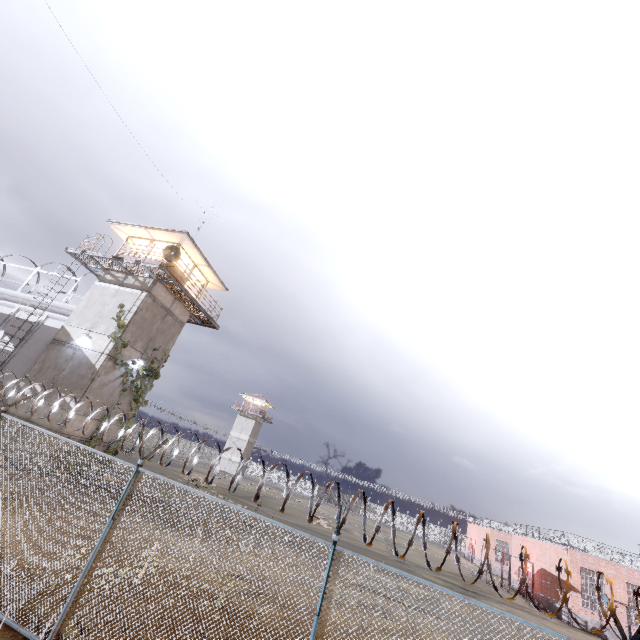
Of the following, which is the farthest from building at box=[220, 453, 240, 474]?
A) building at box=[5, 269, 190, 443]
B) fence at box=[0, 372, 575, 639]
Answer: building at box=[5, 269, 190, 443]

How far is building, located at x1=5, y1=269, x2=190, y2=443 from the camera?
15.7m

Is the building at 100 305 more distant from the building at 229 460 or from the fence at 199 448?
the building at 229 460

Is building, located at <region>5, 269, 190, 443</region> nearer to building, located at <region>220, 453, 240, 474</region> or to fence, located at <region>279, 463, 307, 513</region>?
fence, located at <region>279, 463, 307, 513</region>

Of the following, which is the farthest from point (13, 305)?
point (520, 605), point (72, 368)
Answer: point (520, 605)

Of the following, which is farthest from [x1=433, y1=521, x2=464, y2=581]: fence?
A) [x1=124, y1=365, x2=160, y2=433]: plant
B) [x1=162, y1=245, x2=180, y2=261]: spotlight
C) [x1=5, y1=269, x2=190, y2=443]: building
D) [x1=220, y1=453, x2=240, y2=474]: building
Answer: [x1=220, y1=453, x2=240, y2=474]: building

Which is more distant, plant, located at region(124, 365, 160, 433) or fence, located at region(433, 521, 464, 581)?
plant, located at region(124, 365, 160, 433)

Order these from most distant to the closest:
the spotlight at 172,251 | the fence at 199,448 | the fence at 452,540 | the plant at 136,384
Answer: the plant at 136,384, the spotlight at 172,251, the fence at 199,448, the fence at 452,540
